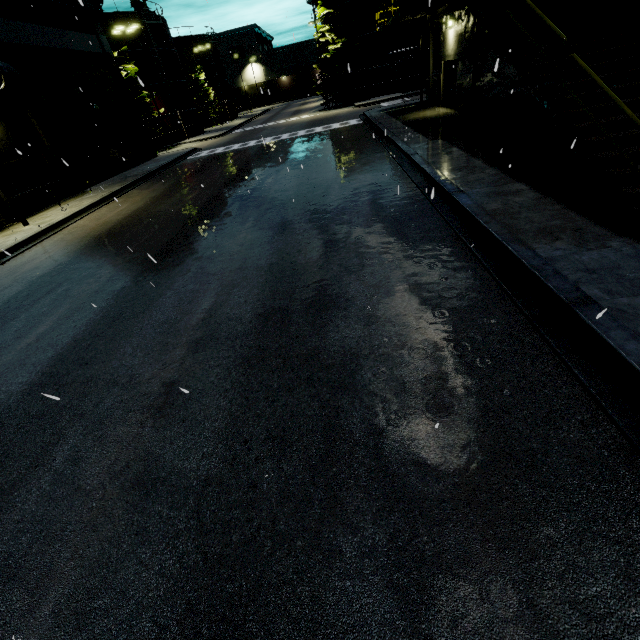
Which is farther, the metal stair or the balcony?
the balcony

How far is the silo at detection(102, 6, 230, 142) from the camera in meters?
34.8

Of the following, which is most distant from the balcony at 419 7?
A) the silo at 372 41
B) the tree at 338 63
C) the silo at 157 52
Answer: the tree at 338 63

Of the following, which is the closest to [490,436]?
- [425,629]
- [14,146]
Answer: [425,629]

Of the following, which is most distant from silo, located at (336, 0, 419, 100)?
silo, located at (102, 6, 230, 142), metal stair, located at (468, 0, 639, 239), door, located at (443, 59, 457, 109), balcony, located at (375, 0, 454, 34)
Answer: Answer: metal stair, located at (468, 0, 639, 239)

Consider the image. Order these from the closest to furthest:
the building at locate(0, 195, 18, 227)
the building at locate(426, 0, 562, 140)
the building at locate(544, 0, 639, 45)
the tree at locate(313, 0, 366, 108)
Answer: the building at locate(544, 0, 639, 45)
the building at locate(426, 0, 562, 140)
the building at locate(0, 195, 18, 227)
the tree at locate(313, 0, 366, 108)

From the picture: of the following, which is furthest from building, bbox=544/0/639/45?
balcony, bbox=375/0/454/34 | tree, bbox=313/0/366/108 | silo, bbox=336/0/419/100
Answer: tree, bbox=313/0/366/108

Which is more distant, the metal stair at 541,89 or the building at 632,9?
the building at 632,9
